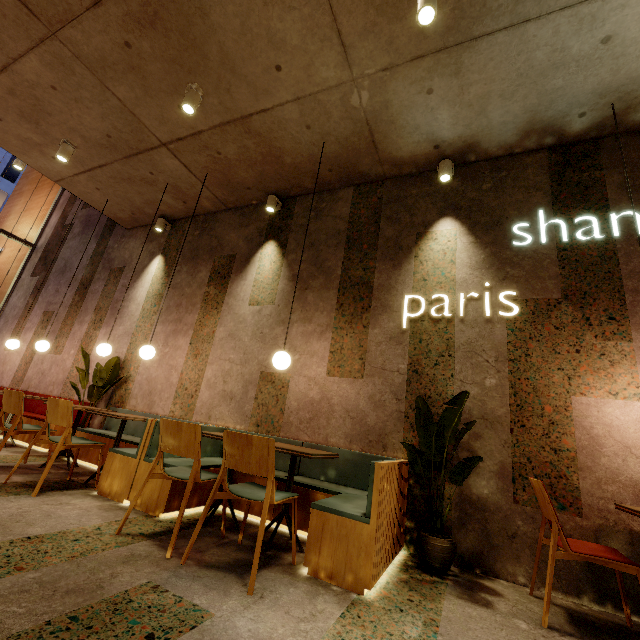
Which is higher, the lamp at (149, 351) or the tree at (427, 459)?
the lamp at (149, 351)

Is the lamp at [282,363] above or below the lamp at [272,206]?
below

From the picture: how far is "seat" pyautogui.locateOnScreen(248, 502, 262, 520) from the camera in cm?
325

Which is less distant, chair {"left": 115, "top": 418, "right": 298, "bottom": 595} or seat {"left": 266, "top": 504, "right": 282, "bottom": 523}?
chair {"left": 115, "top": 418, "right": 298, "bottom": 595}

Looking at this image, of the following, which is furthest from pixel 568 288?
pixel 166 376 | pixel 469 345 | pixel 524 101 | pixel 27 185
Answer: pixel 27 185

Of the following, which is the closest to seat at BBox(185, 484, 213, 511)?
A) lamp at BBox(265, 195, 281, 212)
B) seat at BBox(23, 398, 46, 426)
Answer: seat at BBox(23, 398, 46, 426)

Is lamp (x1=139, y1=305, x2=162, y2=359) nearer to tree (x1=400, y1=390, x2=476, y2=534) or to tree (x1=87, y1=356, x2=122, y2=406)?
tree (x1=87, y1=356, x2=122, y2=406)

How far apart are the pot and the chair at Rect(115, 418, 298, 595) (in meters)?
1.09
